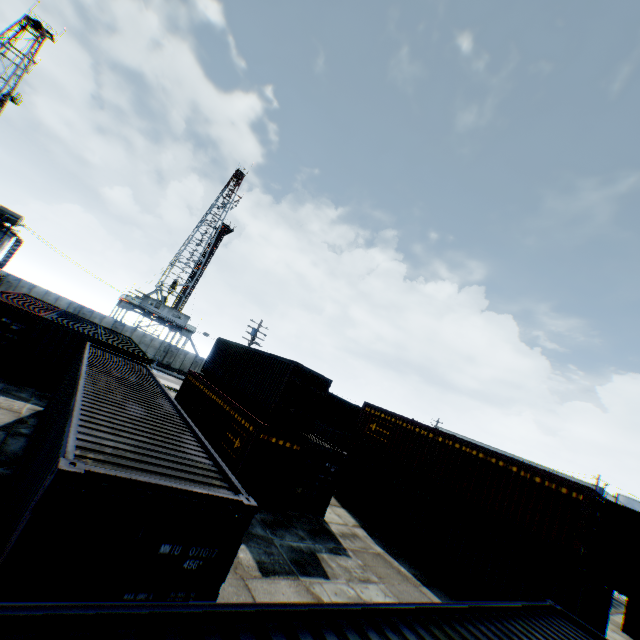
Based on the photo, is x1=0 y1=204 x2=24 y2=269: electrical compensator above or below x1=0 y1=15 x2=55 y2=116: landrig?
below

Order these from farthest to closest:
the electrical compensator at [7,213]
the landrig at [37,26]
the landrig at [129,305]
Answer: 1. the landrig at [129,305]
2. the landrig at [37,26]
3. the electrical compensator at [7,213]

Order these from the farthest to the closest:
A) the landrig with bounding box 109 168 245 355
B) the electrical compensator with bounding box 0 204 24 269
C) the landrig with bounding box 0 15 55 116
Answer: the landrig with bounding box 109 168 245 355
the landrig with bounding box 0 15 55 116
the electrical compensator with bounding box 0 204 24 269

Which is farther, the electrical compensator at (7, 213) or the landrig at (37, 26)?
the landrig at (37, 26)

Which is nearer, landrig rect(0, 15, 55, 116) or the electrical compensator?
the electrical compensator

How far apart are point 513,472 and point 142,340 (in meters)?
42.84

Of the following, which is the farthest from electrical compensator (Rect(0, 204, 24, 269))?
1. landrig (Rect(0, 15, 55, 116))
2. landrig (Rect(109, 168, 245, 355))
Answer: landrig (Rect(0, 15, 55, 116))

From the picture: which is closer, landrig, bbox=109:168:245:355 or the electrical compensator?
the electrical compensator
